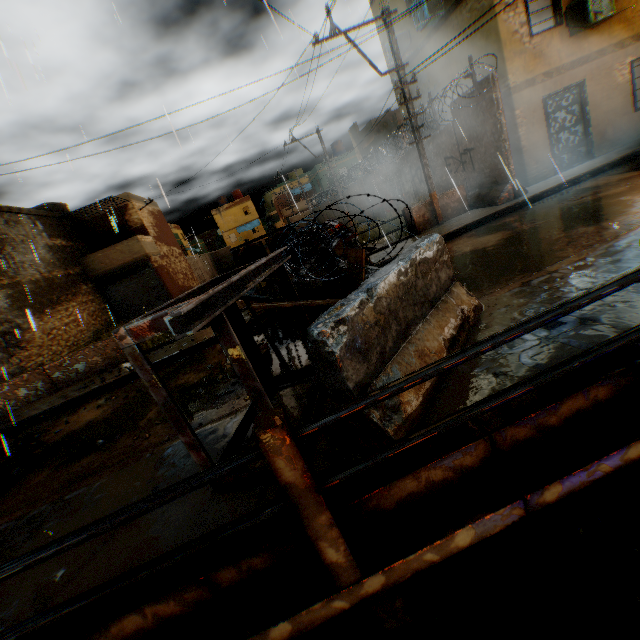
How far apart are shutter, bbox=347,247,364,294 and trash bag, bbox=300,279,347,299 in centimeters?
1cm

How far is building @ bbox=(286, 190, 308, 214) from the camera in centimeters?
5172cm

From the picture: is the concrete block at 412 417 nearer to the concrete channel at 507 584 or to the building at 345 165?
the concrete channel at 507 584

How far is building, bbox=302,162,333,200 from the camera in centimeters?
4075cm

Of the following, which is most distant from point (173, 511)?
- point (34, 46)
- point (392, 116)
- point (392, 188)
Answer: point (392, 116)

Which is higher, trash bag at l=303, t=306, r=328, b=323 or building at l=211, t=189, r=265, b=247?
building at l=211, t=189, r=265, b=247

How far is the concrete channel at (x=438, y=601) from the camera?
4.0 meters

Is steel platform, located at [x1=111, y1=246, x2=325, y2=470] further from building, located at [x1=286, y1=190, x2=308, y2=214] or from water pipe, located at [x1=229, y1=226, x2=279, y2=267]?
water pipe, located at [x1=229, y1=226, x2=279, y2=267]
